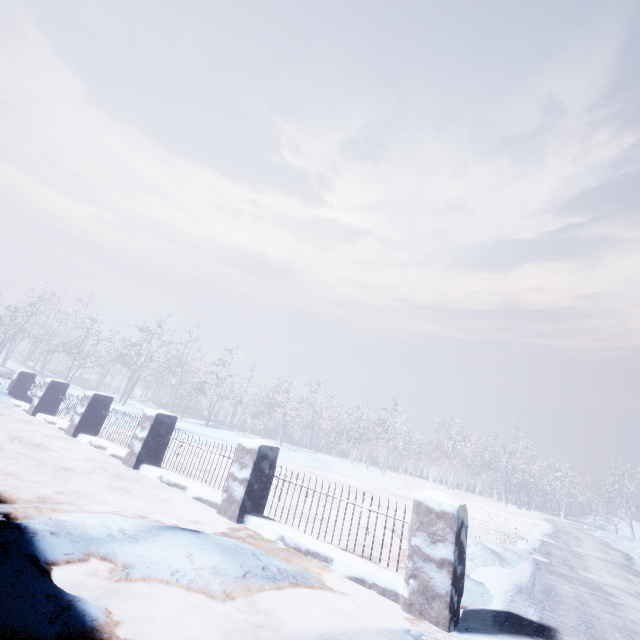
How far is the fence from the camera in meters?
2.7

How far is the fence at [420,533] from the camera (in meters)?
2.70

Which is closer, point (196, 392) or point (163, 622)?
point (163, 622)
